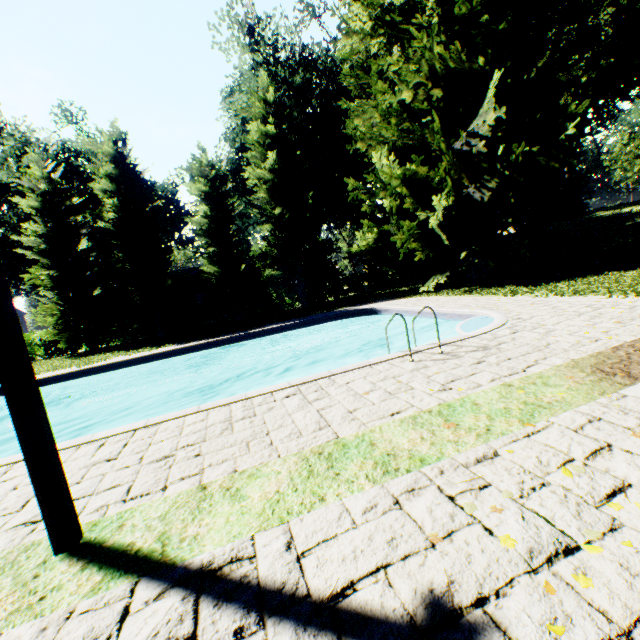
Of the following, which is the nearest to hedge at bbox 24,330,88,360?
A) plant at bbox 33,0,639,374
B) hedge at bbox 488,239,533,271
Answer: plant at bbox 33,0,639,374

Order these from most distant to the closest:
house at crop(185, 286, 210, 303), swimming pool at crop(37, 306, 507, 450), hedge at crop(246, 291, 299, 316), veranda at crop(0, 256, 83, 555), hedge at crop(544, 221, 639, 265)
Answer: house at crop(185, 286, 210, 303), hedge at crop(246, 291, 299, 316), hedge at crop(544, 221, 639, 265), swimming pool at crop(37, 306, 507, 450), veranda at crop(0, 256, 83, 555)

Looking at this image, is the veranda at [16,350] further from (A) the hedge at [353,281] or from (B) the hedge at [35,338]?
(A) the hedge at [353,281]

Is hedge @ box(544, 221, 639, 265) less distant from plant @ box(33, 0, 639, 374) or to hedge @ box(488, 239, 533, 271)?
hedge @ box(488, 239, 533, 271)

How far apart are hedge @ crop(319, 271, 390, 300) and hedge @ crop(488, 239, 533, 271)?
11.6m

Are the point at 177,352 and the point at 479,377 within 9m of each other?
no

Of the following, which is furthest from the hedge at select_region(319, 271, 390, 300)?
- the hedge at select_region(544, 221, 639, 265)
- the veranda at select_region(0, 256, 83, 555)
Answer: the veranda at select_region(0, 256, 83, 555)

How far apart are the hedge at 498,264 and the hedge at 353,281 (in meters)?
11.63
